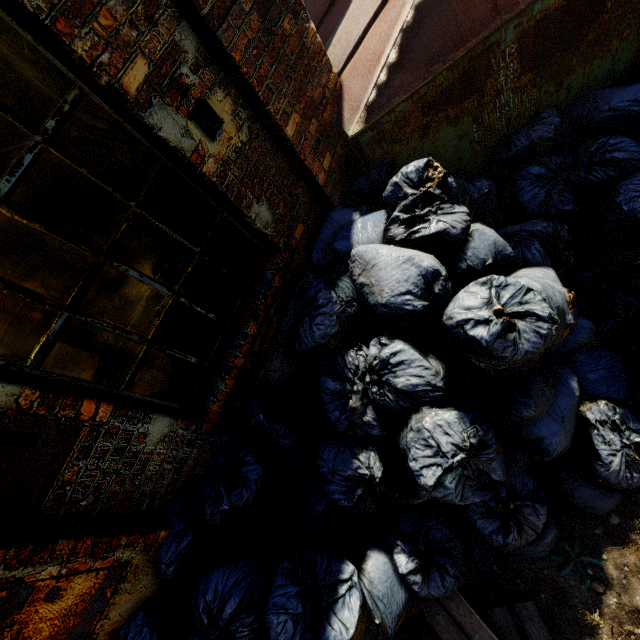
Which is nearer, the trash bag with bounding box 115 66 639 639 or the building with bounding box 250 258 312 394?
the trash bag with bounding box 115 66 639 639

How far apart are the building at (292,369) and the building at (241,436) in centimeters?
8cm

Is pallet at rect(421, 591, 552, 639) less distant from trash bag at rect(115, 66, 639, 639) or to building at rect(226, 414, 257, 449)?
trash bag at rect(115, 66, 639, 639)

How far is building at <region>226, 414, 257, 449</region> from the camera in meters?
2.2

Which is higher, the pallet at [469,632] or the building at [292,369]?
the building at [292,369]

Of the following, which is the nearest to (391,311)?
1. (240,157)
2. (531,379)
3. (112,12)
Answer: (531,379)

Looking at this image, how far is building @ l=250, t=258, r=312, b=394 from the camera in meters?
2.3 m

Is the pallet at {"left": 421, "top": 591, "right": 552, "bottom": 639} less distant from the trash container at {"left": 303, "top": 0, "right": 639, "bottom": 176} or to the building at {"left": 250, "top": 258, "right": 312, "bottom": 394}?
the building at {"left": 250, "top": 258, "right": 312, "bottom": 394}
